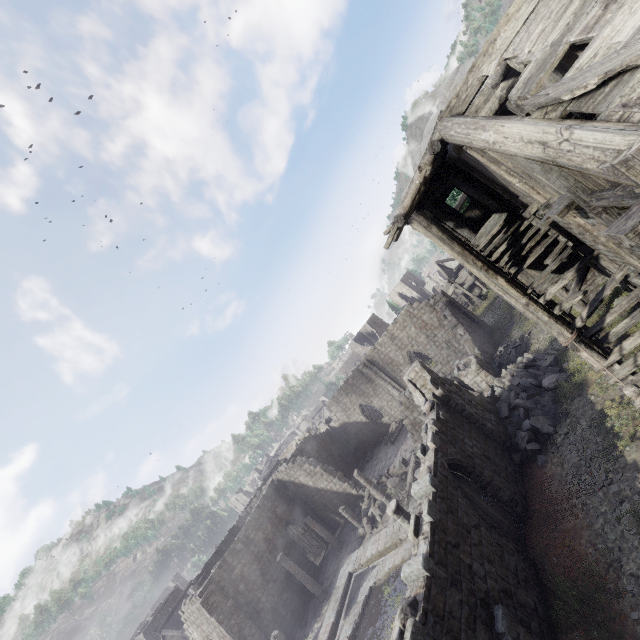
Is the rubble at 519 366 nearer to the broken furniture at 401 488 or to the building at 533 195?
the building at 533 195

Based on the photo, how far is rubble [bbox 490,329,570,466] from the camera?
13.1 meters

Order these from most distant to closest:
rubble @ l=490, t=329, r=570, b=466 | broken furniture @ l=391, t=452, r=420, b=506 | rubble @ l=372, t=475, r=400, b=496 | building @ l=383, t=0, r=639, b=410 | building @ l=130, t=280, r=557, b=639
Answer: rubble @ l=372, t=475, r=400, b=496 < broken furniture @ l=391, t=452, r=420, b=506 < rubble @ l=490, t=329, r=570, b=466 < building @ l=130, t=280, r=557, b=639 < building @ l=383, t=0, r=639, b=410

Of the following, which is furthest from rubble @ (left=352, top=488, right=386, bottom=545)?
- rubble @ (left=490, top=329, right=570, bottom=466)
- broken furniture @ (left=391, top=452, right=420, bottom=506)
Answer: rubble @ (left=490, top=329, right=570, bottom=466)

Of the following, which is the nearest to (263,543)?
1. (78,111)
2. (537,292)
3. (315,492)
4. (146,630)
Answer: (315,492)

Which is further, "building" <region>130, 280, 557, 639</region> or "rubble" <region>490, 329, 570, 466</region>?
→ "rubble" <region>490, 329, 570, 466</region>

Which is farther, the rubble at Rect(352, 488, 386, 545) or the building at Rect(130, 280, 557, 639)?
the rubble at Rect(352, 488, 386, 545)

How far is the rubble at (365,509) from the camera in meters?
21.7
